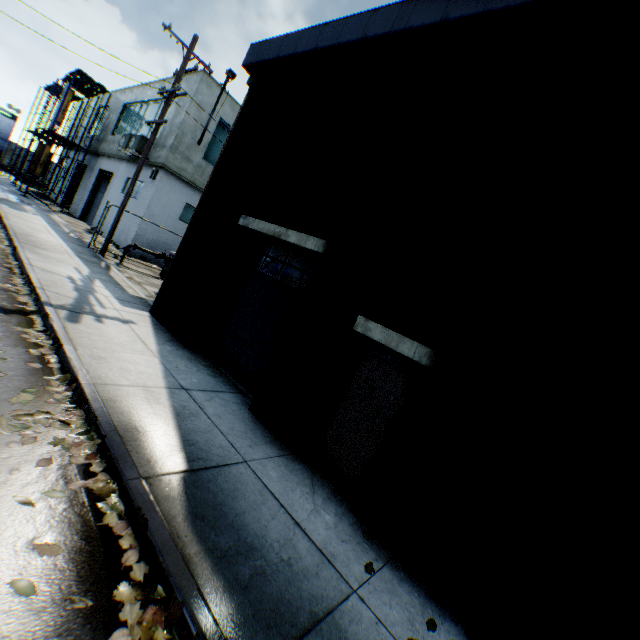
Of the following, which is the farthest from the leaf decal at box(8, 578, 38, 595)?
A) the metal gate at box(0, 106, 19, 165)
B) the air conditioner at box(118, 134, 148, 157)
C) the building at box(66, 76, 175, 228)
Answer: the metal gate at box(0, 106, 19, 165)

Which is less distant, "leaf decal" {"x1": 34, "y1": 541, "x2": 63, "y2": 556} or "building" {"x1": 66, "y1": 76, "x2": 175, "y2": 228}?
"leaf decal" {"x1": 34, "y1": 541, "x2": 63, "y2": 556}

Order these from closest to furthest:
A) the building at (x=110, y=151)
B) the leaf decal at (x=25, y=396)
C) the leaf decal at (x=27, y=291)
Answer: the leaf decal at (x=25, y=396)
the leaf decal at (x=27, y=291)
the building at (x=110, y=151)

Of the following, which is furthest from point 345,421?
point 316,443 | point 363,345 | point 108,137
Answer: point 108,137

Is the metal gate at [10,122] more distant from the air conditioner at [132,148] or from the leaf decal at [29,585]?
the leaf decal at [29,585]

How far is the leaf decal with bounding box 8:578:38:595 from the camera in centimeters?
205cm

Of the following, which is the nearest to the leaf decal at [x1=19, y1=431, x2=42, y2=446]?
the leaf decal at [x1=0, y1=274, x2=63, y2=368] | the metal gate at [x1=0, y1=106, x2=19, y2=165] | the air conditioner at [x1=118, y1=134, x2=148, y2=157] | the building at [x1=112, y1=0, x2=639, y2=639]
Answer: the leaf decal at [x1=0, y1=274, x2=63, y2=368]

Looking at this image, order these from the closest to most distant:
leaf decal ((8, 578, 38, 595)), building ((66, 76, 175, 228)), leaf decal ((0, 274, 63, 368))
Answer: leaf decal ((8, 578, 38, 595)) → leaf decal ((0, 274, 63, 368)) → building ((66, 76, 175, 228))
